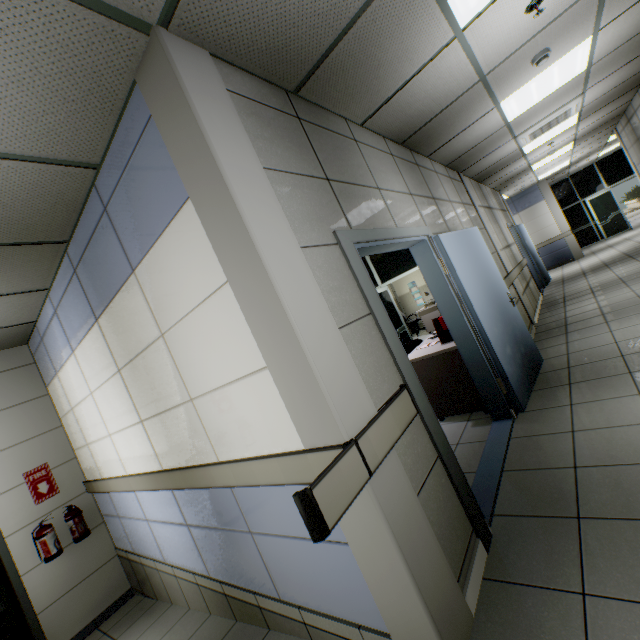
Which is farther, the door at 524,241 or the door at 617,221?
the door at 617,221

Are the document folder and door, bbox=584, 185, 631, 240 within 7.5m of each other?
no

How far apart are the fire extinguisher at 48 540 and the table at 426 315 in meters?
10.0

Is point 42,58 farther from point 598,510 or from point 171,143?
point 598,510

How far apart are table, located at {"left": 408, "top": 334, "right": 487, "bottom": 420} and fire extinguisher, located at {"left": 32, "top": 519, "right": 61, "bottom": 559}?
4.9m

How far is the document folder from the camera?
3.84m

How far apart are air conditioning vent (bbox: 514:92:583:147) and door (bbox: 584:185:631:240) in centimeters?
1066cm

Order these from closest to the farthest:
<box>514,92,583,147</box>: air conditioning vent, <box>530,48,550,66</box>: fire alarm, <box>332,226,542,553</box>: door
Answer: <box>332,226,542,553</box>: door
<box>530,48,550,66</box>: fire alarm
<box>514,92,583,147</box>: air conditioning vent
